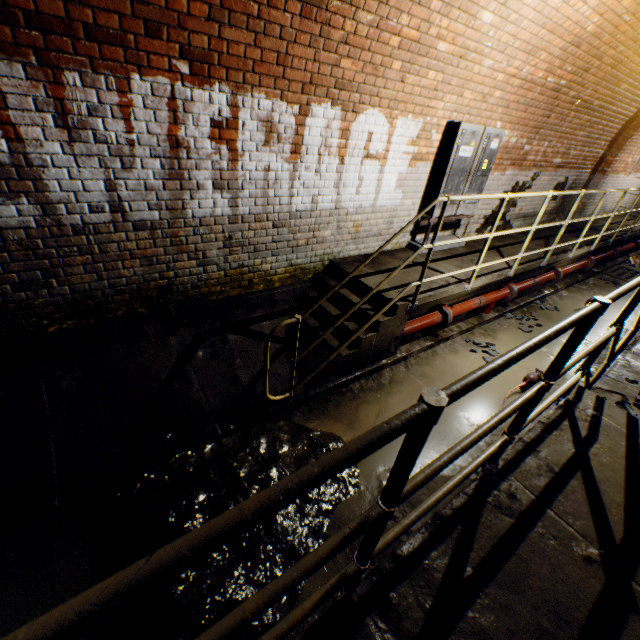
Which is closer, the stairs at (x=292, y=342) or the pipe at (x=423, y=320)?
the stairs at (x=292, y=342)

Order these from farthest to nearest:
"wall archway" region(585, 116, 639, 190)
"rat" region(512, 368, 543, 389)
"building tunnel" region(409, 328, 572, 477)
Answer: "wall archway" region(585, 116, 639, 190) → "rat" region(512, 368, 543, 389) → "building tunnel" region(409, 328, 572, 477)

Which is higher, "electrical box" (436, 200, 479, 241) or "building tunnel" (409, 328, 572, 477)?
"electrical box" (436, 200, 479, 241)

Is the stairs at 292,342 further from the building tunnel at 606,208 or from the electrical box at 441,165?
the electrical box at 441,165

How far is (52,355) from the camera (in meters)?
3.12

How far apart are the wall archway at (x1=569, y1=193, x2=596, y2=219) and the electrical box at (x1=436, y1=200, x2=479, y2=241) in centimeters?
583cm

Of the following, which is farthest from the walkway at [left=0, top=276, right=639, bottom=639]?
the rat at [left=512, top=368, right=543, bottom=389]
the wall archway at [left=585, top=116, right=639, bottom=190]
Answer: the wall archway at [left=585, top=116, right=639, bottom=190]

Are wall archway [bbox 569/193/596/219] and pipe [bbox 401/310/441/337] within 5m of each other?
no
